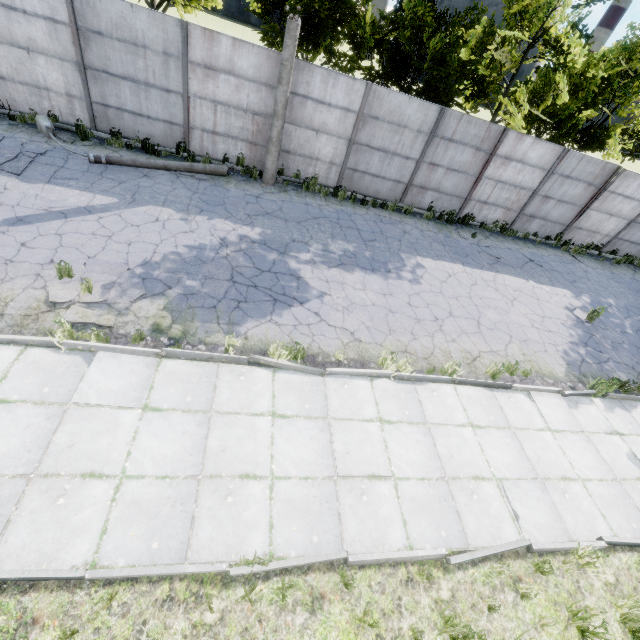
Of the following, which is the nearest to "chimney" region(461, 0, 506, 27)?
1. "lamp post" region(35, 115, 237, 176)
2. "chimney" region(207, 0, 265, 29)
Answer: "chimney" region(207, 0, 265, 29)

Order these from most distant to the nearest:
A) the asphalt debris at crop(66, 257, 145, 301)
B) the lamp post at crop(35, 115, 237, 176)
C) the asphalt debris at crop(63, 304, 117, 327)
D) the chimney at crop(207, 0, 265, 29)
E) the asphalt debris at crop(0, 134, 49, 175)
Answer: the chimney at crop(207, 0, 265, 29) → the lamp post at crop(35, 115, 237, 176) → the asphalt debris at crop(0, 134, 49, 175) → the asphalt debris at crop(66, 257, 145, 301) → the asphalt debris at crop(63, 304, 117, 327)

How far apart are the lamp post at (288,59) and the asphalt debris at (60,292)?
6.48m

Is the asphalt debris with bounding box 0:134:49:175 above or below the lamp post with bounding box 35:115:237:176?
below

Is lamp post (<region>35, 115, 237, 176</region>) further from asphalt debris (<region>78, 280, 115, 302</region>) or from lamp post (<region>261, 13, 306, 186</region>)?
asphalt debris (<region>78, 280, 115, 302</region>)

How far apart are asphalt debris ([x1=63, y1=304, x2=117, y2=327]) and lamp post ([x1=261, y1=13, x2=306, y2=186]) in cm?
648

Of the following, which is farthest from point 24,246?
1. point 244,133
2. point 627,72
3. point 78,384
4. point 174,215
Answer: point 627,72

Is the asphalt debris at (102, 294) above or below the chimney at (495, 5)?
below
